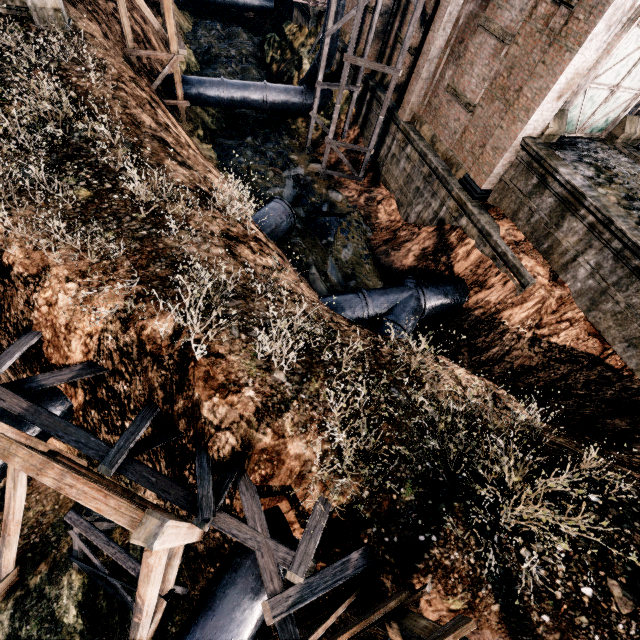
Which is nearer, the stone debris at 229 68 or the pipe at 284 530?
the pipe at 284 530

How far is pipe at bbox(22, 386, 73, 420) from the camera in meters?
9.0 m

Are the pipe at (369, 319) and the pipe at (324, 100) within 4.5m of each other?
no

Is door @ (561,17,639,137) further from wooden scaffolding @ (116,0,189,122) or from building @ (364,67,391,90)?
wooden scaffolding @ (116,0,189,122)

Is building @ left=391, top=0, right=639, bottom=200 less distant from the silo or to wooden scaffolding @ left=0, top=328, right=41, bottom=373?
the silo

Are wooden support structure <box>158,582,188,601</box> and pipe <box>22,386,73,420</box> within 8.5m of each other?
yes

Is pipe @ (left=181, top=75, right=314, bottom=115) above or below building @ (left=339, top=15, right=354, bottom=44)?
below

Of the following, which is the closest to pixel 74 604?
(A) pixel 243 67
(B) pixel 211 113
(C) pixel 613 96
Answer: (C) pixel 613 96
